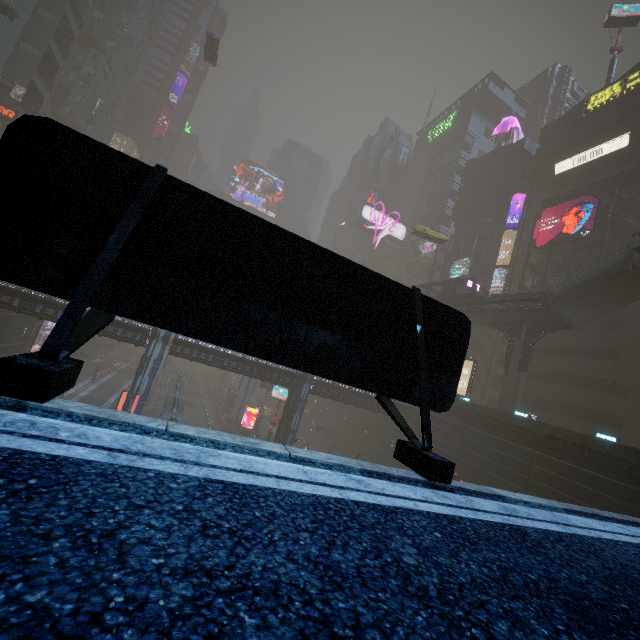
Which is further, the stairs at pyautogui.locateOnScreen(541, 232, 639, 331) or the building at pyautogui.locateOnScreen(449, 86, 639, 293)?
the building at pyautogui.locateOnScreen(449, 86, 639, 293)

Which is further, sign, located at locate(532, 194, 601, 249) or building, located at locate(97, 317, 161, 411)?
sign, located at locate(532, 194, 601, 249)

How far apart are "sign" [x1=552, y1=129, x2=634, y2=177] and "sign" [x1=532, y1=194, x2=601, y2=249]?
5.6 meters

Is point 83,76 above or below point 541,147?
below

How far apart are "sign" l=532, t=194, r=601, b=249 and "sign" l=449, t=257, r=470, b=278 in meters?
9.0

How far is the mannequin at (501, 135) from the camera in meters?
55.0

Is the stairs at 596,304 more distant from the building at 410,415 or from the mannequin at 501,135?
the mannequin at 501,135

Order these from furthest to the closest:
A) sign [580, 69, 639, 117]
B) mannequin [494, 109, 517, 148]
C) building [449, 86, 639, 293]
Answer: mannequin [494, 109, 517, 148] < sign [580, 69, 639, 117] < building [449, 86, 639, 293]
